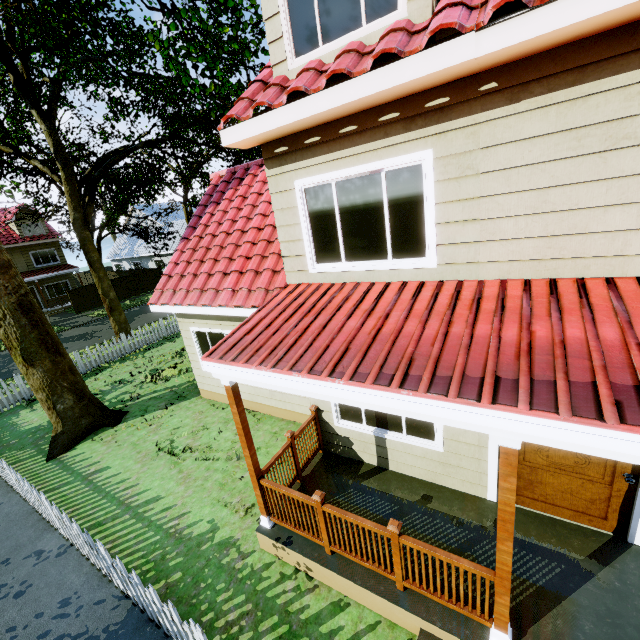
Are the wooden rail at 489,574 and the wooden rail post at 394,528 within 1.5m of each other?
yes

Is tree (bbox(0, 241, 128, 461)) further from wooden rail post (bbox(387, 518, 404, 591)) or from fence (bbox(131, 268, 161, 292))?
wooden rail post (bbox(387, 518, 404, 591))

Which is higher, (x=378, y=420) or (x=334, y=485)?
(x=378, y=420)

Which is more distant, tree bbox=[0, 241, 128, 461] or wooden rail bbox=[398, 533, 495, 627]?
tree bbox=[0, 241, 128, 461]

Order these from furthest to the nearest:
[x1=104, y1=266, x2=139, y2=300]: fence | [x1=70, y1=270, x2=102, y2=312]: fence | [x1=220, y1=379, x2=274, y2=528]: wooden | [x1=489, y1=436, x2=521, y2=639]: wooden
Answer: [x1=104, y1=266, x2=139, y2=300]: fence
[x1=70, y1=270, x2=102, y2=312]: fence
[x1=220, y1=379, x2=274, y2=528]: wooden
[x1=489, y1=436, x2=521, y2=639]: wooden

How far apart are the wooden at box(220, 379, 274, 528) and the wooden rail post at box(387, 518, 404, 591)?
2.06m

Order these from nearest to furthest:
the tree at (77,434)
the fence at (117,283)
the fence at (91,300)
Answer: the tree at (77,434) < the fence at (91,300) < the fence at (117,283)

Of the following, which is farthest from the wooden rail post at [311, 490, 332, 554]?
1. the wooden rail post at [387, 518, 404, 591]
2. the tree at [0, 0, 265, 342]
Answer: the tree at [0, 0, 265, 342]
